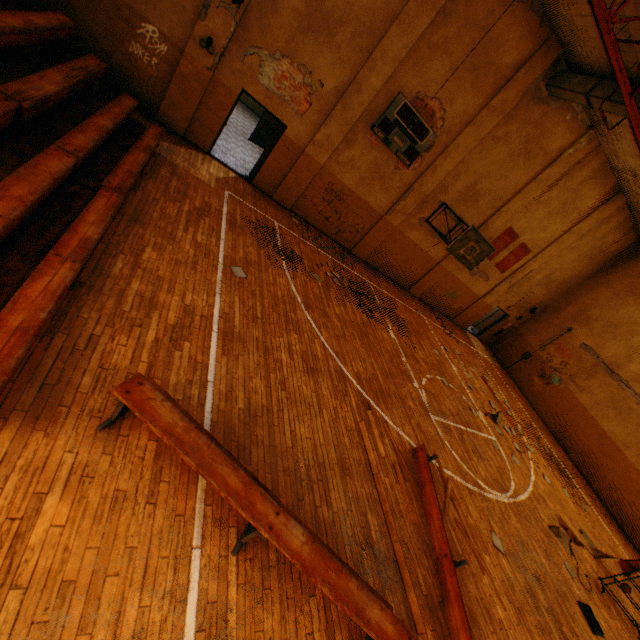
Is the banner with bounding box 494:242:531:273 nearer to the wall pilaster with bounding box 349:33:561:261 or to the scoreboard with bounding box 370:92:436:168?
the wall pilaster with bounding box 349:33:561:261

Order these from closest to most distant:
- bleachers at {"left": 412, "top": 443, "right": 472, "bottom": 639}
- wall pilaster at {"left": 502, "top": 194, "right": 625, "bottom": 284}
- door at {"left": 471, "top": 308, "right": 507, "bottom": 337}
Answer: bleachers at {"left": 412, "top": 443, "right": 472, "bottom": 639}, wall pilaster at {"left": 502, "top": 194, "right": 625, "bottom": 284}, door at {"left": 471, "top": 308, "right": 507, "bottom": 337}

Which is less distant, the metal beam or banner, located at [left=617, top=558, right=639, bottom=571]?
the metal beam

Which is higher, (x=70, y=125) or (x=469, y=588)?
(x=70, y=125)

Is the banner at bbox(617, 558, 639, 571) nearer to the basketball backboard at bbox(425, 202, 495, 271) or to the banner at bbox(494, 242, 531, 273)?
the basketball backboard at bbox(425, 202, 495, 271)

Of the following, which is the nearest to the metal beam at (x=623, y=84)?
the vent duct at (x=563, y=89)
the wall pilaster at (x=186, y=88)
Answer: the vent duct at (x=563, y=89)

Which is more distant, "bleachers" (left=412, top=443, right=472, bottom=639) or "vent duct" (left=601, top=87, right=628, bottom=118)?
"vent duct" (left=601, top=87, right=628, bottom=118)

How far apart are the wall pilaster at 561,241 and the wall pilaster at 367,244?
7.12m
